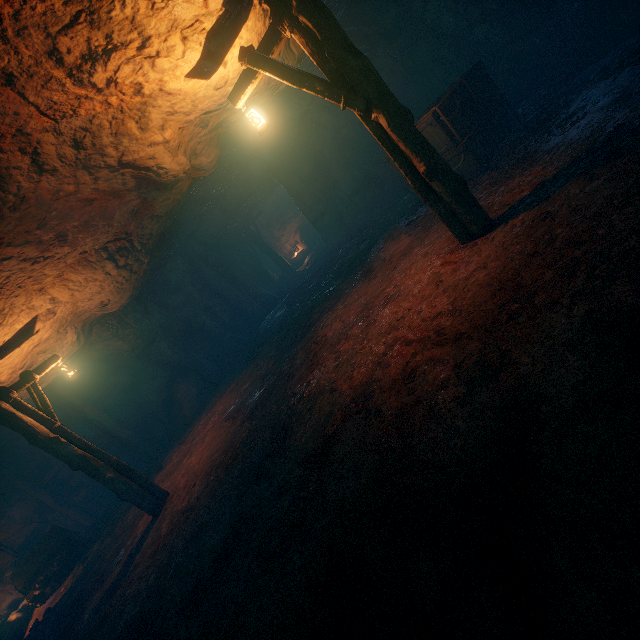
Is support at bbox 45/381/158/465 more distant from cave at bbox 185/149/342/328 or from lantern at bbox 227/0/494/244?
lantern at bbox 227/0/494/244

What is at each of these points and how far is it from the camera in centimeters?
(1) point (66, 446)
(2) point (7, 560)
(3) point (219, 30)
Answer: (1) lantern, 683cm
(2) burlap sack, 1166cm
(3) burlap sack, 440cm

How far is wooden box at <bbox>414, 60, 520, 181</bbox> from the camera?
6.9 meters

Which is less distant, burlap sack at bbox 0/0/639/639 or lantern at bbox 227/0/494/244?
burlap sack at bbox 0/0/639/639

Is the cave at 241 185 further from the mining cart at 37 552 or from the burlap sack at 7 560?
the mining cart at 37 552

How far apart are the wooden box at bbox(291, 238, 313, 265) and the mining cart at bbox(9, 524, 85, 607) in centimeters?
1857cm

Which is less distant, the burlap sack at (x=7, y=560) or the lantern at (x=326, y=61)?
the lantern at (x=326, y=61)

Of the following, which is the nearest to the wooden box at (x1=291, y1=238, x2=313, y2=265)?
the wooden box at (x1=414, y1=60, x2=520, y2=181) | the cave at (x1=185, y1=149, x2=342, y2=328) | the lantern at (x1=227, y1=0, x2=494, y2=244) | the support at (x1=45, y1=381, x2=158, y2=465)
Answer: the cave at (x1=185, y1=149, x2=342, y2=328)
